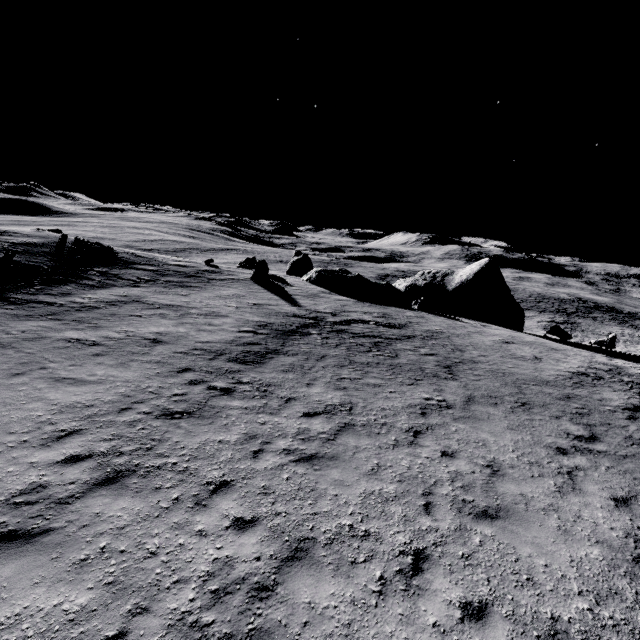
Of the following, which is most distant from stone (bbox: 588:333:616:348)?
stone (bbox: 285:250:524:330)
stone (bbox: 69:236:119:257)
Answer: stone (bbox: 69:236:119:257)

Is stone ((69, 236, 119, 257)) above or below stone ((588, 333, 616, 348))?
above

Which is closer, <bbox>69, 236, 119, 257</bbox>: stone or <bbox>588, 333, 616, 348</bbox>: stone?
<bbox>69, 236, 119, 257</bbox>: stone

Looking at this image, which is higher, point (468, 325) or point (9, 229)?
point (9, 229)

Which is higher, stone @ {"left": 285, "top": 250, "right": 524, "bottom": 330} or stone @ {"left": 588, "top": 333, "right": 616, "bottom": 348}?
stone @ {"left": 285, "top": 250, "right": 524, "bottom": 330}

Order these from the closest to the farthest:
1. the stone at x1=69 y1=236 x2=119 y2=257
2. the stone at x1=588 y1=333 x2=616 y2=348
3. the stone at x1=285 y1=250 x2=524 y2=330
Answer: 1. the stone at x1=69 y1=236 x2=119 y2=257
2. the stone at x1=588 y1=333 x2=616 y2=348
3. the stone at x1=285 y1=250 x2=524 y2=330

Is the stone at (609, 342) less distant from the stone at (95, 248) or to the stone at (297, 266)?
the stone at (297, 266)

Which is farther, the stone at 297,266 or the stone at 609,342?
the stone at 297,266
